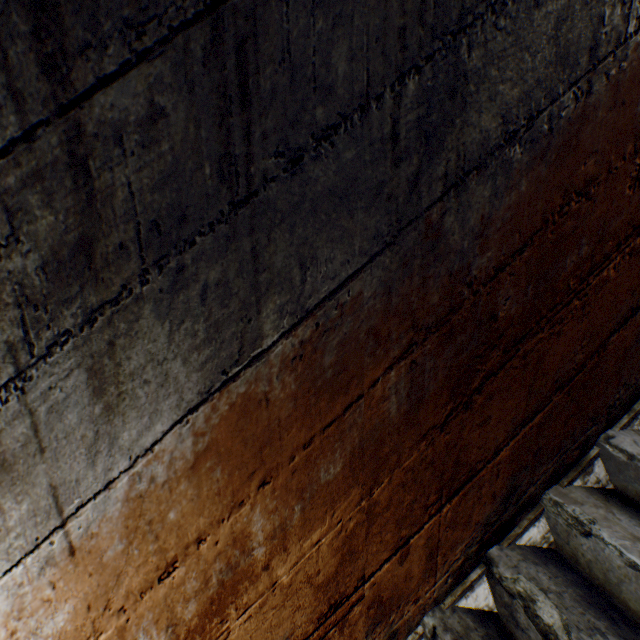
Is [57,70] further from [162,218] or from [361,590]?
[361,590]
